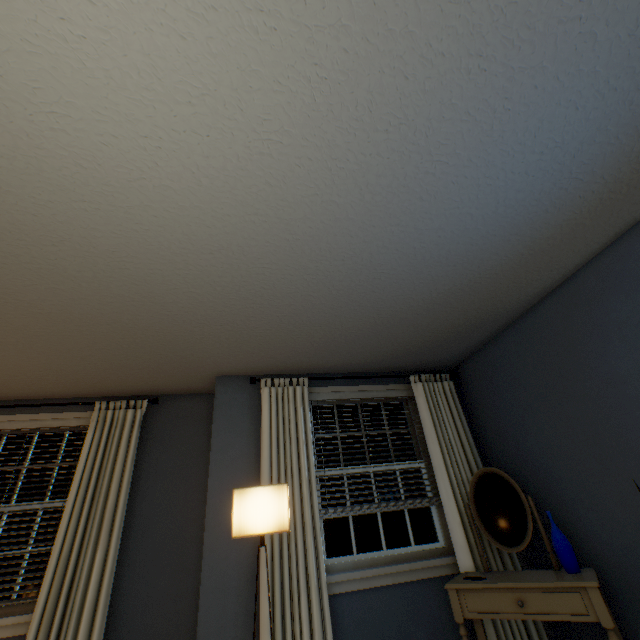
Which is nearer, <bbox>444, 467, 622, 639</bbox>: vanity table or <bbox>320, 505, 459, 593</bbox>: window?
<bbox>444, 467, 622, 639</bbox>: vanity table

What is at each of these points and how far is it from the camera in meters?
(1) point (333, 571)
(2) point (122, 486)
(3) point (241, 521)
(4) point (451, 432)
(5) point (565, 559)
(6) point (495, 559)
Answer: (1) window, 2.5 m
(2) blinds, 2.7 m
(3) lamp, 2.0 m
(4) blinds, 3.0 m
(5) vase, 2.0 m
(6) blinds, 2.5 m

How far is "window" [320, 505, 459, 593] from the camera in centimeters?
241cm

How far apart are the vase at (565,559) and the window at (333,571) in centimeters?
78cm

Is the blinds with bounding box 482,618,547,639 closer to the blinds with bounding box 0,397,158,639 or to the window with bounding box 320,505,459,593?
the window with bounding box 320,505,459,593

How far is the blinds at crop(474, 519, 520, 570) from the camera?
2.47m

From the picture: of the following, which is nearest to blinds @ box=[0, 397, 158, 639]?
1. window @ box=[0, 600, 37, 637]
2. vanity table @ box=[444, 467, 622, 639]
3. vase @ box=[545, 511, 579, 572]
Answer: window @ box=[0, 600, 37, 637]

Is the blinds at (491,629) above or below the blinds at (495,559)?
below
